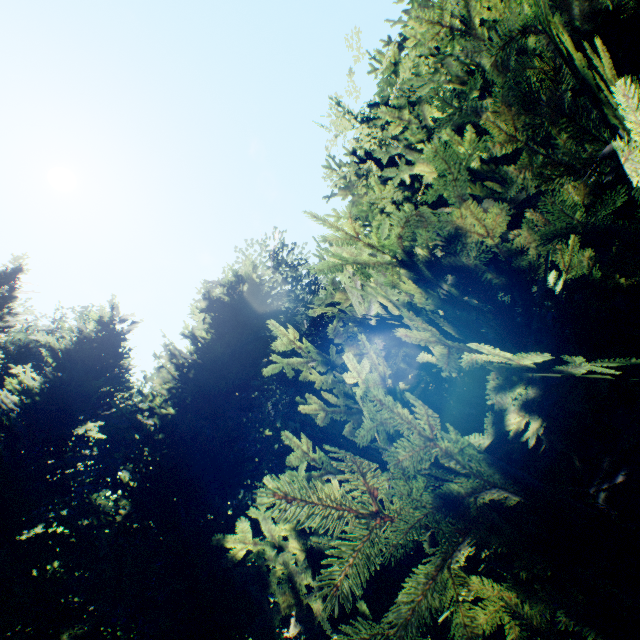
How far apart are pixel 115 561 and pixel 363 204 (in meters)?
13.72

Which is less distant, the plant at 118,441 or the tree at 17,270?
the tree at 17,270

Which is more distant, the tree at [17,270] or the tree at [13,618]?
the tree at [17,270]

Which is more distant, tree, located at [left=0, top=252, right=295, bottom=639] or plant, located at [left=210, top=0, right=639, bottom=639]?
tree, located at [left=0, top=252, right=295, bottom=639]

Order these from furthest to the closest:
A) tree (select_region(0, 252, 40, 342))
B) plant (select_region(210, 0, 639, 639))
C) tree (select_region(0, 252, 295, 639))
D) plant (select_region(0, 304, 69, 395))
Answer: plant (select_region(0, 304, 69, 395)) < tree (select_region(0, 252, 40, 342)) < tree (select_region(0, 252, 295, 639)) < plant (select_region(210, 0, 639, 639))
